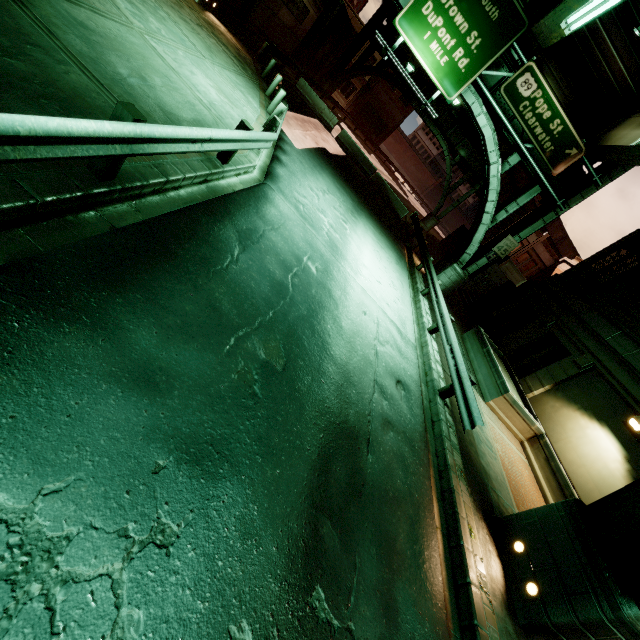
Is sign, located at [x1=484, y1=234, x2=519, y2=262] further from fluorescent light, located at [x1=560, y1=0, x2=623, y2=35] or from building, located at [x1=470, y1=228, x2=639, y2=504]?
fluorescent light, located at [x1=560, y1=0, x2=623, y2=35]

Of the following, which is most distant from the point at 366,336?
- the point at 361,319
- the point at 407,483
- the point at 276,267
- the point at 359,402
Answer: the point at 407,483

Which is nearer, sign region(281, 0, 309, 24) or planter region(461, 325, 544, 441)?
planter region(461, 325, 544, 441)

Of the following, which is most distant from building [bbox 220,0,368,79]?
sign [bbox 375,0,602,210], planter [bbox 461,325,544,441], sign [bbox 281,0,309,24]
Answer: planter [bbox 461,325,544,441]

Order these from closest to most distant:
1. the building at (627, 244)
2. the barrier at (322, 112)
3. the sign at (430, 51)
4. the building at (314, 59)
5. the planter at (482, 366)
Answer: the building at (627, 244)
the planter at (482, 366)
the sign at (430, 51)
the building at (314, 59)
the barrier at (322, 112)

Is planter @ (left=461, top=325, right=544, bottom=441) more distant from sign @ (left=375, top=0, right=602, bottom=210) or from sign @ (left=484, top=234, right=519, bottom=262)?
sign @ (left=375, top=0, right=602, bottom=210)

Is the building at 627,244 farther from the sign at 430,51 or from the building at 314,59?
the building at 314,59

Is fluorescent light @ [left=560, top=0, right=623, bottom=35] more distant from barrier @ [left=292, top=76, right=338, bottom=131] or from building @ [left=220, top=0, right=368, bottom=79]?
barrier @ [left=292, top=76, right=338, bottom=131]
